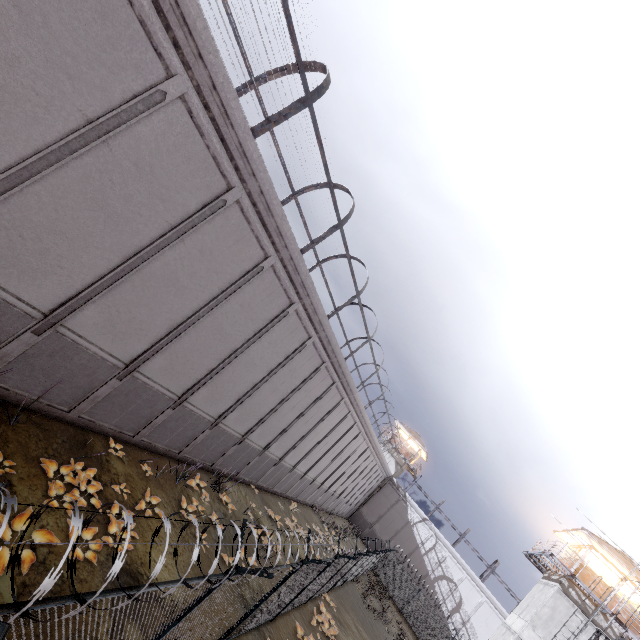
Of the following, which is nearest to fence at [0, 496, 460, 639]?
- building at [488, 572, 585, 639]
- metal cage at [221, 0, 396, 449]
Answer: metal cage at [221, 0, 396, 449]

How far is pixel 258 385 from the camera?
13.70m

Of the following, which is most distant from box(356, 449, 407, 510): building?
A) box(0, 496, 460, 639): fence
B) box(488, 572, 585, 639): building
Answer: box(488, 572, 585, 639): building

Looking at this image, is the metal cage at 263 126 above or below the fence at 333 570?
above

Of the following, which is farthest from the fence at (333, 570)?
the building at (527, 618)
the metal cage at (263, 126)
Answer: the building at (527, 618)

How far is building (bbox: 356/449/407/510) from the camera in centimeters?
4350cm

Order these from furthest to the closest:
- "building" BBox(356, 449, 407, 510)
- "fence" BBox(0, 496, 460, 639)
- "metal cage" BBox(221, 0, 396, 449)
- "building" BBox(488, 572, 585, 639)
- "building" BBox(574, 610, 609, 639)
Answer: "building" BBox(356, 449, 407, 510) < "building" BBox(488, 572, 585, 639) < "building" BBox(574, 610, 609, 639) < "metal cage" BBox(221, 0, 396, 449) < "fence" BBox(0, 496, 460, 639)

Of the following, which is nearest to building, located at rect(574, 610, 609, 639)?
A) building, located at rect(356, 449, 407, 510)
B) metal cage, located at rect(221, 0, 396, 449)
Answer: metal cage, located at rect(221, 0, 396, 449)
